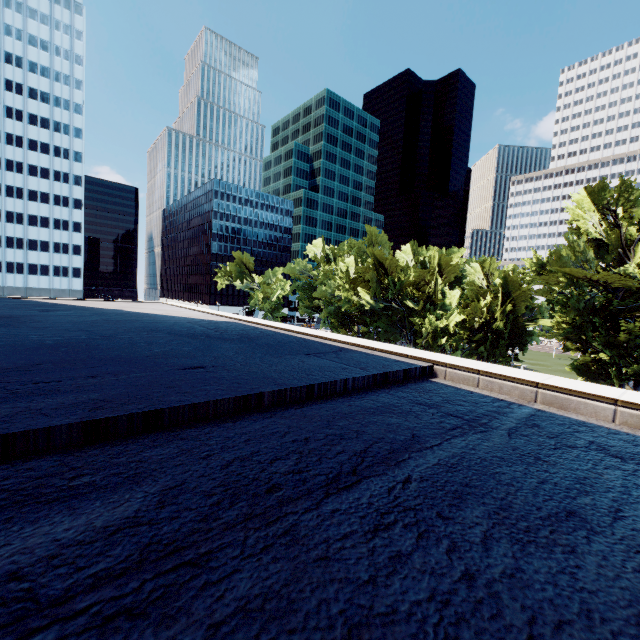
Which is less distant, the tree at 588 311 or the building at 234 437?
the building at 234 437

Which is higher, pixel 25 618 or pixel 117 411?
pixel 117 411

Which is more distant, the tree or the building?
the tree
